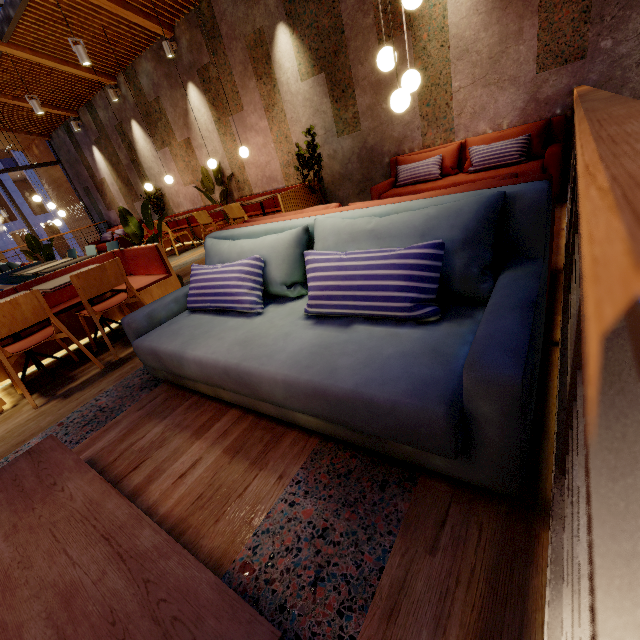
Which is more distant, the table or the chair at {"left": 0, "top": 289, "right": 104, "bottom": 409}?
the table

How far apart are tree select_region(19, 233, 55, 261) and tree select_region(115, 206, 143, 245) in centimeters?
414cm

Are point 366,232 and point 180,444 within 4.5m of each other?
yes

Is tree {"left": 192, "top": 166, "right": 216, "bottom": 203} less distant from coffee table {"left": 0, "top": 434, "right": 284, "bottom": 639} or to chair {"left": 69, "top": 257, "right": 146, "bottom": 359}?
chair {"left": 69, "top": 257, "right": 146, "bottom": 359}

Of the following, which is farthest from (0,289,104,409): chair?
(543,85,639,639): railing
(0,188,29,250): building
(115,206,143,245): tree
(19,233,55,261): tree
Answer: (0,188,29,250): building

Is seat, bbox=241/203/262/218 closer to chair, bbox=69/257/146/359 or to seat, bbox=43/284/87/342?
seat, bbox=43/284/87/342

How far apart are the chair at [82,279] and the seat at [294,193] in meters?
3.2 m

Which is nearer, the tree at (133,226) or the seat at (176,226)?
the tree at (133,226)
